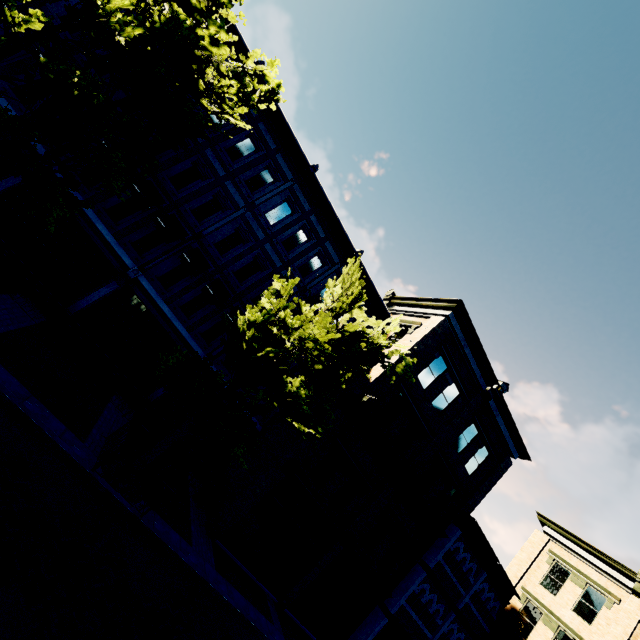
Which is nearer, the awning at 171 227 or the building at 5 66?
the building at 5 66

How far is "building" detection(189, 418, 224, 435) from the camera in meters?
15.9

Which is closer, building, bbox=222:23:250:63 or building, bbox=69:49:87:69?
building, bbox=69:49:87:69

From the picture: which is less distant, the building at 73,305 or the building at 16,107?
the building at 16,107

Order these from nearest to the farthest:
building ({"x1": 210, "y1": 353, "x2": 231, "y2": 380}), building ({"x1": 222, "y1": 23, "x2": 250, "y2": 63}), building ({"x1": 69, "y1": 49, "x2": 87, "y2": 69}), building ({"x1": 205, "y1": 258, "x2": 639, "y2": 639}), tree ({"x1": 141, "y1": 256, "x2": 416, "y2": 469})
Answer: tree ({"x1": 141, "y1": 256, "x2": 416, "y2": 469}) < building ({"x1": 69, "y1": 49, "x2": 87, "y2": 69}) < building ({"x1": 205, "y1": 258, "x2": 639, "y2": 639}) < building ({"x1": 222, "y1": 23, "x2": 250, "y2": 63}) < building ({"x1": 210, "y1": 353, "x2": 231, "y2": 380})

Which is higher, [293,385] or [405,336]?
[405,336]

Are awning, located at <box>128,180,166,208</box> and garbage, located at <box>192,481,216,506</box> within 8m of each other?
no

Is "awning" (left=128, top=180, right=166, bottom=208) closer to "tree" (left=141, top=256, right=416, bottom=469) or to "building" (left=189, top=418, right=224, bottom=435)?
"building" (left=189, top=418, right=224, bottom=435)
